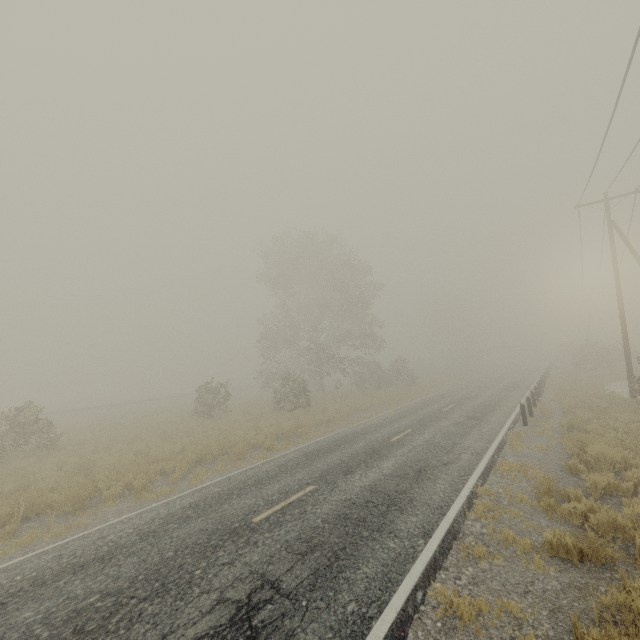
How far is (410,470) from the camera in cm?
966

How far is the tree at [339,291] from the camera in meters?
31.1

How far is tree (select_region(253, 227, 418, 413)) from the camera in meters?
31.1

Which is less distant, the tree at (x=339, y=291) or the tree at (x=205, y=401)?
the tree at (x=205, y=401)

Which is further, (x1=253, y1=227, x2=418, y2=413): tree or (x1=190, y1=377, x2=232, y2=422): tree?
(x1=253, y1=227, x2=418, y2=413): tree

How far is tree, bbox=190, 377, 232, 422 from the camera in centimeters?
2427cm
